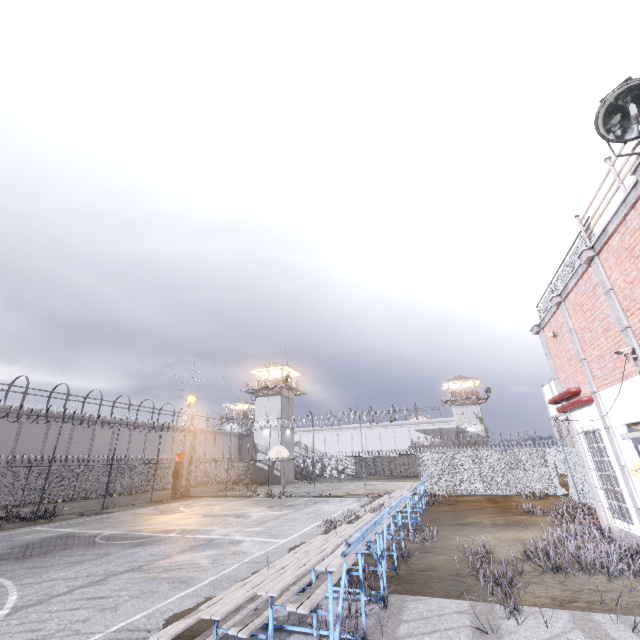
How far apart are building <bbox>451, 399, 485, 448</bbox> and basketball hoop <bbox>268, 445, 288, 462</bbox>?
35.42m

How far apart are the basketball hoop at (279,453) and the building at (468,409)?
35.42m

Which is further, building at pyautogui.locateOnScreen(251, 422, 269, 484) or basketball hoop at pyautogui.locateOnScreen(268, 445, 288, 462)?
building at pyautogui.locateOnScreen(251, 422, 269, 484)

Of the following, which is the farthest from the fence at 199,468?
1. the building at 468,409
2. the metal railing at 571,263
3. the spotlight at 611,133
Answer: the building at 468,409

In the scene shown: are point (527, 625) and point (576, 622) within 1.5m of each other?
yes

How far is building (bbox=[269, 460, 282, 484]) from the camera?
39.0m

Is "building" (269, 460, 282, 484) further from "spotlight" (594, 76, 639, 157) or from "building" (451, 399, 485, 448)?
"spotlight" (594, 76, 639, 157)
